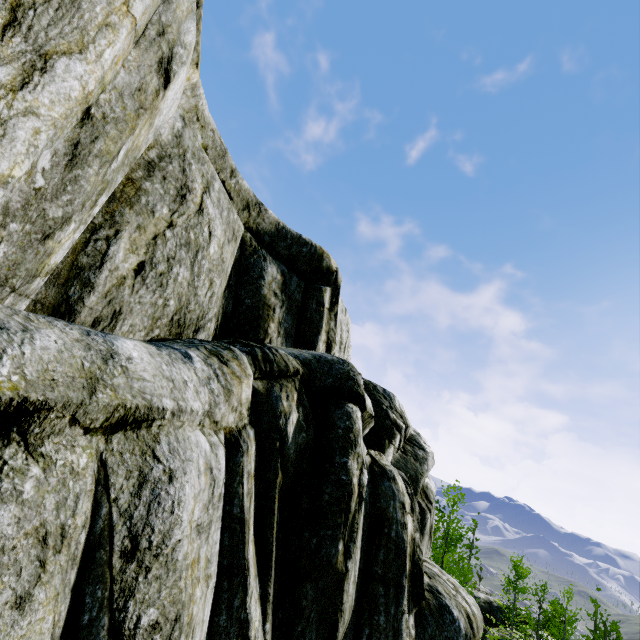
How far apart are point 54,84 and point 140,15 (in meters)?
1.35
